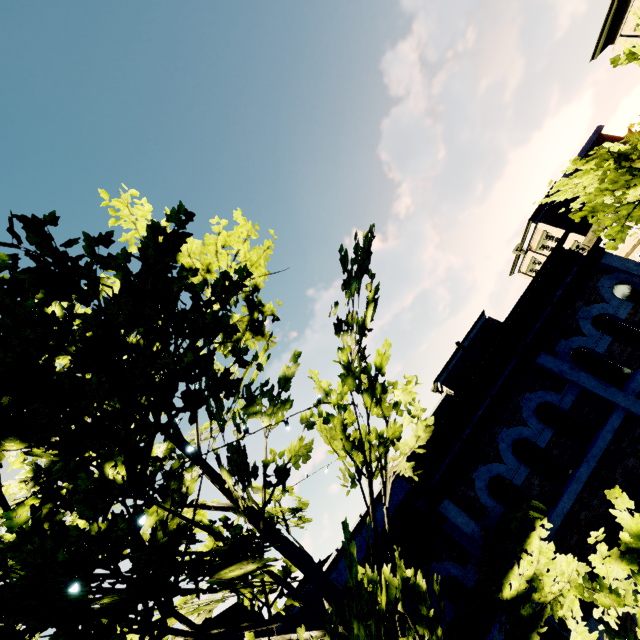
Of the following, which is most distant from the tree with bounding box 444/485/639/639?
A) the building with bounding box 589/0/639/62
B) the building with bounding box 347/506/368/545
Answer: the building with bounding box 347/506/368/545

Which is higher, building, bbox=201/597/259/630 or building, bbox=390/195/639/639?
building, bbox=201/597/259/630

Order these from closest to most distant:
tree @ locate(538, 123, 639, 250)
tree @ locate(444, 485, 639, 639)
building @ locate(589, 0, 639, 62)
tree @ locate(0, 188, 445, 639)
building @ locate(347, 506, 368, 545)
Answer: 1. tree @ locate(0, 188, 445, 639)
2. tree @ locate(444, 485, 639, 639)
3. tree @ locate(538, 123, 639, 250)
4. building @ locate(589, 0, 639, 62)
5. building @ locate(347, 506, 368, 545)

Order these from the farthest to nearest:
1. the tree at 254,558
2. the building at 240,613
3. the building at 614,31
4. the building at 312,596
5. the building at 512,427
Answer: the building at 312,596, the building at 614,31, the building at 240,613, the building at 512,427, the tree at 254,558

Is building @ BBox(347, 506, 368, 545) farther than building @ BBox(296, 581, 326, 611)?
Yes

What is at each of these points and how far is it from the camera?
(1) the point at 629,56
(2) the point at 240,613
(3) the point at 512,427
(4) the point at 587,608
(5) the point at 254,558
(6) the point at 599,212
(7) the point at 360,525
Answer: (1) tree, 5.5 meters
(2) building, 18.8 meters
(3) building, 7.2 meters
(4) building, 5.8 meters
(5) tree, 3.1 meters
(6) tree, 4.2 meters
(7) building, 40.9 meters

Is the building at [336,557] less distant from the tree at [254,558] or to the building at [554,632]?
the building at [554,632]
